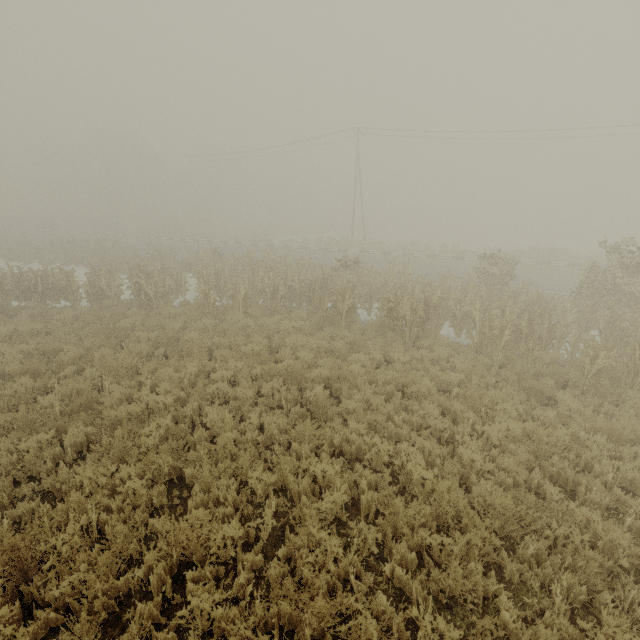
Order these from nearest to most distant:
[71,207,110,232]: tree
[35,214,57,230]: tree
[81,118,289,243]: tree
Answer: [81,118,289,243]: tree < [35,214,57,230]: tree < [71,207,110,232]: tree

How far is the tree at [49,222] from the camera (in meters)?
49.16

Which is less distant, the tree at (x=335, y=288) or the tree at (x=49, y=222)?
the tree at (x=335, y=288)

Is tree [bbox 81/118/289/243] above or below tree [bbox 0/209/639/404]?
above

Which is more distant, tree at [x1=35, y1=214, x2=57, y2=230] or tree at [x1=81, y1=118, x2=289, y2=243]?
tree at [x1=35, y1=214, x2=57, y2=230]

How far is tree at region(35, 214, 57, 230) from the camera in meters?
49.2

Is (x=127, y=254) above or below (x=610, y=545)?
above
